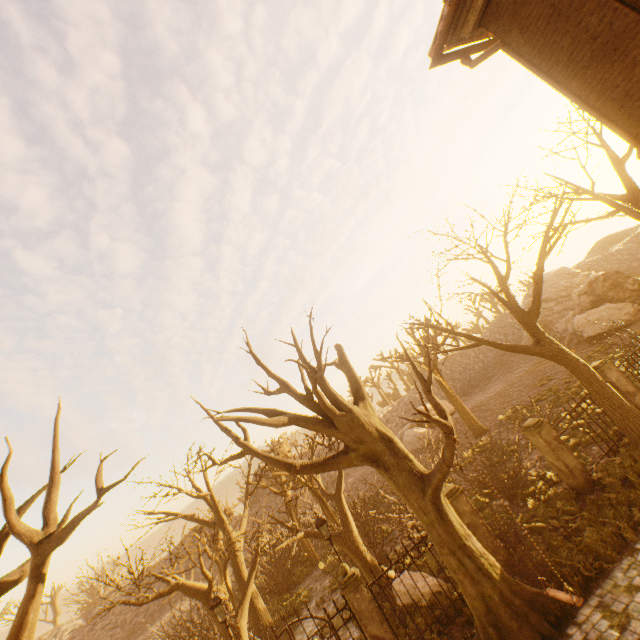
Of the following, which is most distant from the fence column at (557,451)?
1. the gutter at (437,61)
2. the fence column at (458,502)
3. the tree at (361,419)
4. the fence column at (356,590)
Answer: the tree at (361,419)

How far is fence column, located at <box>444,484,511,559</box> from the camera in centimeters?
955cm

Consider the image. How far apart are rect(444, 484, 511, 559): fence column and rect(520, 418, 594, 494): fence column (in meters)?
3.17

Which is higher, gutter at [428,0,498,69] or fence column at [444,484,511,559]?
gutter at [428,0,498,69]

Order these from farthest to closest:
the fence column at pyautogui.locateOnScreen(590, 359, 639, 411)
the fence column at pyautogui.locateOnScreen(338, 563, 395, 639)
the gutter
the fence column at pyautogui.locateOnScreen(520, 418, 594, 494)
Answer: the fence column at pyautogui.locateOnScreen(590, 359, 639, 411)
the fence column at pyautogui.locateOnScreen(520, 418, 594, 494)
the fence column at pyautogui.locateOnScreen(338, 563, 395, 639)
the gutter

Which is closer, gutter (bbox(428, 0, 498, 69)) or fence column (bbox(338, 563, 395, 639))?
gutter (bbox(428, 0, 498, 69))

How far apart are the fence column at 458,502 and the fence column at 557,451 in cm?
317

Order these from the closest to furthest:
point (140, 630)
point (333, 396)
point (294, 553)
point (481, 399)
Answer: point (333, 396) < point (294, 553) < point (140, 630) < point (481, 399)
